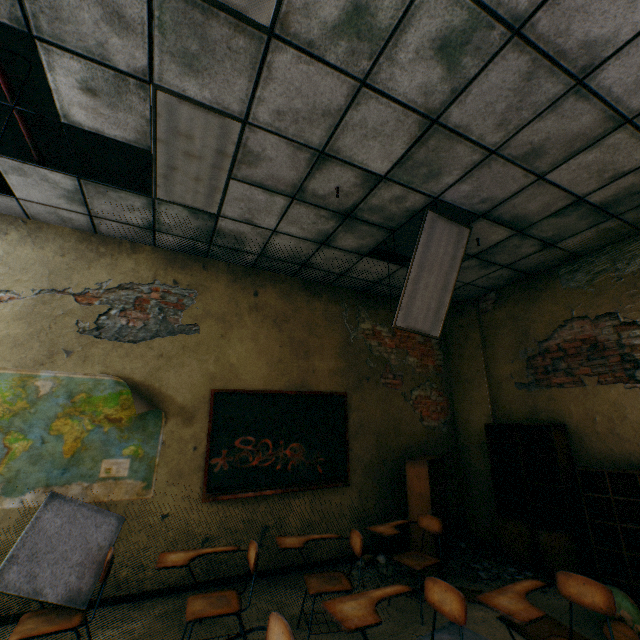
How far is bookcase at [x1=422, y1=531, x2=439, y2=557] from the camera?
3.83m

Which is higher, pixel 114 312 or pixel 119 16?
pixel 119 16

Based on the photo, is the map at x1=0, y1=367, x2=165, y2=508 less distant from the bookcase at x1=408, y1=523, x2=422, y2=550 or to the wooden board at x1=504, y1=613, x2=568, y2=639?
the bookcase at x1=408, y1=523, x2=422, y2=550

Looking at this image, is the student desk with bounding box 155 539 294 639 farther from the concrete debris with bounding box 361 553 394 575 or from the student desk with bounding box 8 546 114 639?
the concrete debris with bounding box 361 553 394 575

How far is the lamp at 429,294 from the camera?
3.47m

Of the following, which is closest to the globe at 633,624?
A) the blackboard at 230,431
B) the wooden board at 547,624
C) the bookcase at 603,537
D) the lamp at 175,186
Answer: the wooden board at 547,624

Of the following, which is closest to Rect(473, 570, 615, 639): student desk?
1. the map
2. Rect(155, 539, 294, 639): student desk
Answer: Rect(155, 539, 294, 639): student desk
